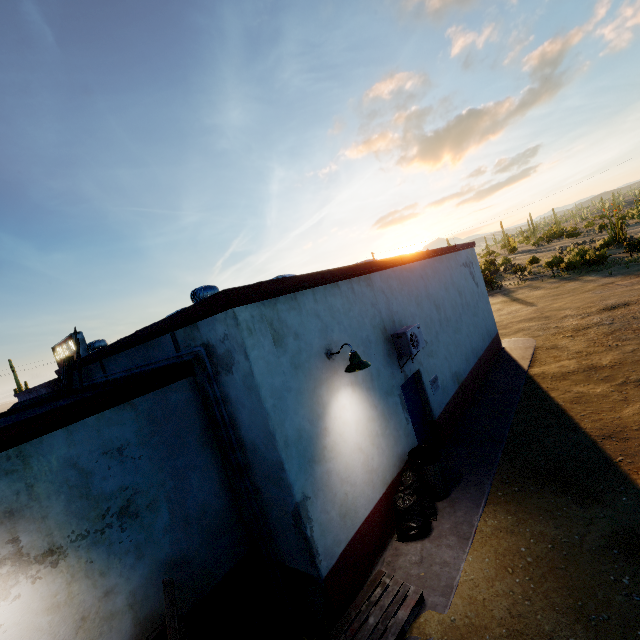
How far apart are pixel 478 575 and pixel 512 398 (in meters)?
6.22

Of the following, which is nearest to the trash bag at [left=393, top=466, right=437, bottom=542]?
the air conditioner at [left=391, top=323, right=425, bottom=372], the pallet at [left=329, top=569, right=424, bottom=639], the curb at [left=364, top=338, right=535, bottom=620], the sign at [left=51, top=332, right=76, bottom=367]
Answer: the curb at [left=364, top=338, right=535, bottom=620]

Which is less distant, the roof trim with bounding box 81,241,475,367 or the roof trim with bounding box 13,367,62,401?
the roof trim with bounding box 81,241,475,367

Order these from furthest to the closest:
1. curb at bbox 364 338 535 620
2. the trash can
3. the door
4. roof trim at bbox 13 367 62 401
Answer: roof trim at bbox 13 367 62 401
the door
the trash can
curb at bbox 364 338 535 620

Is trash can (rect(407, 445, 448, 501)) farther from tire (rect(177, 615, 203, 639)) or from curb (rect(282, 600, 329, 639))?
tire (rect(177, 615, 203, 639))

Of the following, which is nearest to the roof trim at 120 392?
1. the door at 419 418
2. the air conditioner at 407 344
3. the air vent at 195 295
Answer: the air vent at 195 295

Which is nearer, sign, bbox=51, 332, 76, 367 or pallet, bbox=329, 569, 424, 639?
pallet, bbox=329, 569, 424, 639

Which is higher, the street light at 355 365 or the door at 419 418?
the street light at 355 365
